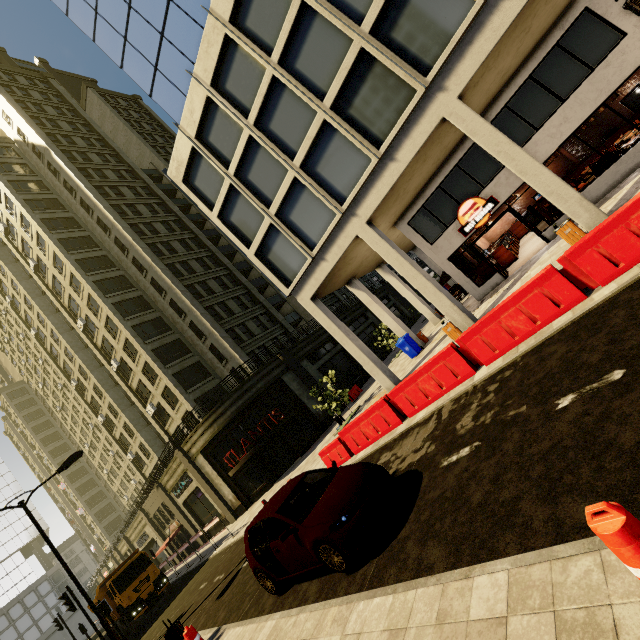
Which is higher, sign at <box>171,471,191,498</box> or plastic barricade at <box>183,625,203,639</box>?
sign at <box>171,471,191,498</box>

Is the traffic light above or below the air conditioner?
below

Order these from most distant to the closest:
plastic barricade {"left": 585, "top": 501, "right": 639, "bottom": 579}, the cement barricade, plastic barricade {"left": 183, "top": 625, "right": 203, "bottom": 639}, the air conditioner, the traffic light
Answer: the traffic light → the air conditioner → plastic barricade {"left": 183, "top": 625, "right": 203, "bottom": 639} → the cement barricade → plastic barricade {"left": 585, "top": 501, "right": 639, "bottom": 579}

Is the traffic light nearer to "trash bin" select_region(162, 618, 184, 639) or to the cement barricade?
"trash bin" select_region(162, 618, 184, 639)

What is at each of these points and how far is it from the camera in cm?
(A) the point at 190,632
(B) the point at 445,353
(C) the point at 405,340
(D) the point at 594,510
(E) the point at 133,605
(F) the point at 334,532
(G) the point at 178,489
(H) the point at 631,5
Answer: (A) plastic barricade, 744
(B) cement barricade, 838
(C) trash bin, 1823
(D) plastic barricade, 196
(E) truck, 1830
(F) car, 515
(G) sign, 2806
(H) air conditioner, 1068

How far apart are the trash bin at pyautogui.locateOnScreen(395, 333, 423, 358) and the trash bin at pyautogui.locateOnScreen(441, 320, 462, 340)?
4.7m

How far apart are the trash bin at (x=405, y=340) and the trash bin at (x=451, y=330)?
4.7 meters

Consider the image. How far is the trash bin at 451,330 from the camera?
12.8 meters
